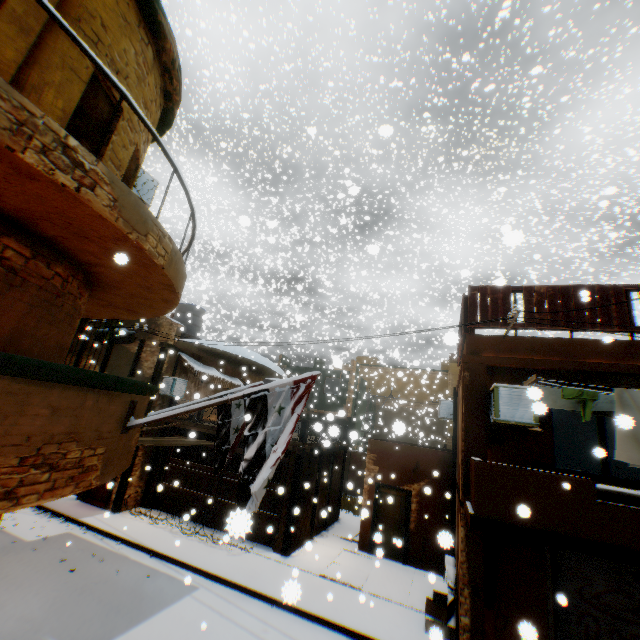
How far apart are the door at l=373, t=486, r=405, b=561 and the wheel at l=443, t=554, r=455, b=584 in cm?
39

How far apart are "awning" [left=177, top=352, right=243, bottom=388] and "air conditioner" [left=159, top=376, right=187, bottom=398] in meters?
0.5

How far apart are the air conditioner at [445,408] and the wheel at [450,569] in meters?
3.6

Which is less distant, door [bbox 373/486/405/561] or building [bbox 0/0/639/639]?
building [bbox 0/0/639/639]

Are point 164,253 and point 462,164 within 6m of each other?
no

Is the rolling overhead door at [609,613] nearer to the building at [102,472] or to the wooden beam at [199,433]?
the building at [102,472]

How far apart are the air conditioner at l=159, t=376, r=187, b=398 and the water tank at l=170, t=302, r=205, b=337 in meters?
3.6

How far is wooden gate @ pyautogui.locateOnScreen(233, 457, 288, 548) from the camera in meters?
1.0 m
